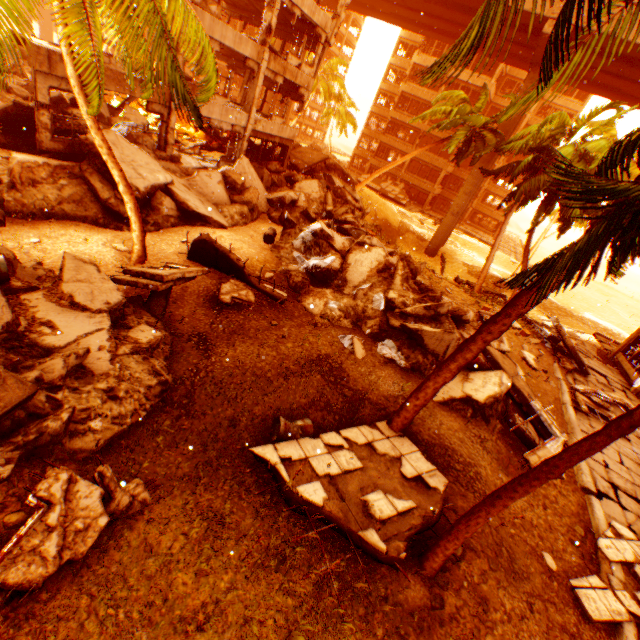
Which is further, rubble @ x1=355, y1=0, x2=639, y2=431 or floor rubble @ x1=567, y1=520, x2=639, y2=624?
floor rubble @ x1=567, y1=520, x2=639, y2=624

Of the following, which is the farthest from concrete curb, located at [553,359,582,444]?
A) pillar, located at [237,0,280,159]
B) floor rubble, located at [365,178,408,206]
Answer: floor rubble, located at [365,178,408,206]

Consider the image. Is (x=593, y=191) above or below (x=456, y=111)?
below

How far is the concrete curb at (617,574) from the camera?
7.27m

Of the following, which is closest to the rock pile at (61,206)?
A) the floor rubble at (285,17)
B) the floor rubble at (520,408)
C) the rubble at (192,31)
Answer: the rubble at (192,31)

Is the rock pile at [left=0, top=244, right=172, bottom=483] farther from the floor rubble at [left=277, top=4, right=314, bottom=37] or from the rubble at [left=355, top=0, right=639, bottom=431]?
the floor rubble at [left=277, top=4, right=314, bottom=37]

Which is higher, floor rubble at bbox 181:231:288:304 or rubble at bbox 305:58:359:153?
rubble at bbox 305:58:359:153

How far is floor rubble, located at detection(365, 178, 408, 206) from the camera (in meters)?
41.34
